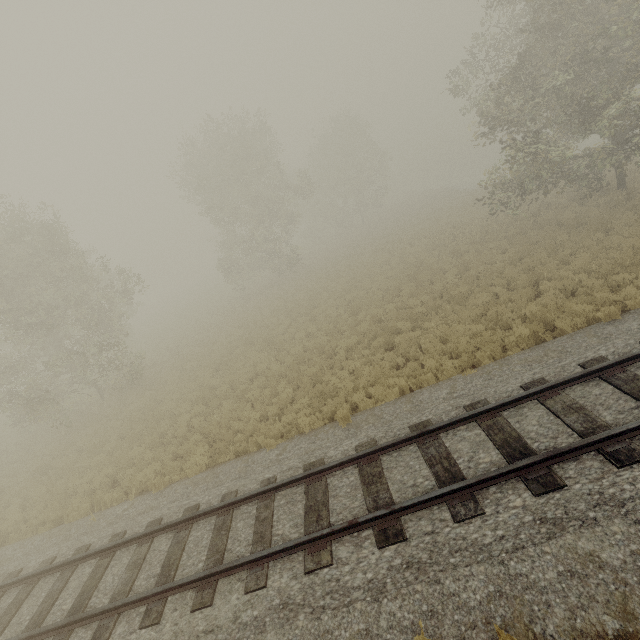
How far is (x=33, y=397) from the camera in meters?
16.1
